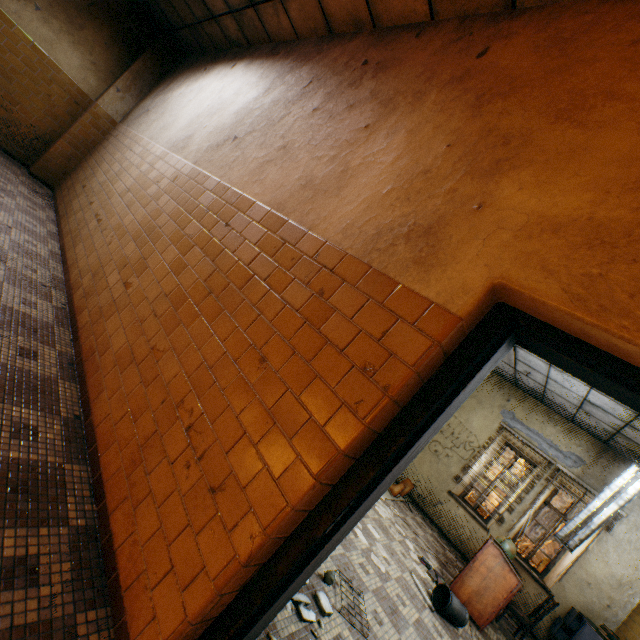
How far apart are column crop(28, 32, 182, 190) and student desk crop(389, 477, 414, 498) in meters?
9.7 m

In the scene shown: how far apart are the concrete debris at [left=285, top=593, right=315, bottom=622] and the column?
8.2 meters

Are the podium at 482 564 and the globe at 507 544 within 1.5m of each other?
yes

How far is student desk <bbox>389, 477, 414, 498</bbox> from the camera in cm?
695

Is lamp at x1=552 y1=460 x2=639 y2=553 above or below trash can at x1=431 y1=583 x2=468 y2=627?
above

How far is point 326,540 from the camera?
1.34m

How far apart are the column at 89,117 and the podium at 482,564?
10.3 meters

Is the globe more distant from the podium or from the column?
the column
